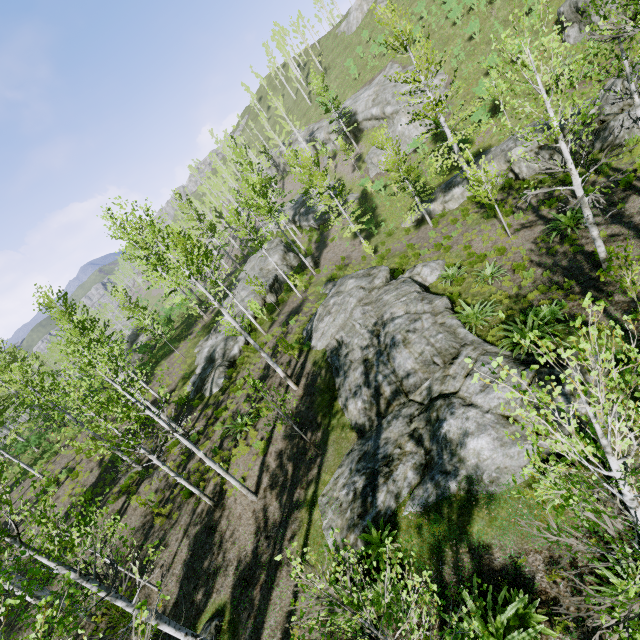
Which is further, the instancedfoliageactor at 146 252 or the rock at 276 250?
the rock at 276 250

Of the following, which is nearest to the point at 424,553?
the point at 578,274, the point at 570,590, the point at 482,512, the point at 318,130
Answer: the point at 482,512

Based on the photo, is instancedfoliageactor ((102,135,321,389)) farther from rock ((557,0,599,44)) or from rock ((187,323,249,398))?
rock ((557,0,599,44))

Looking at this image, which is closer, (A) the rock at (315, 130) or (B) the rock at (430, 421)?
(B) the rock at (430, 421)

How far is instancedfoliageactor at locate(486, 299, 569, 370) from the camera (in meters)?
2.53

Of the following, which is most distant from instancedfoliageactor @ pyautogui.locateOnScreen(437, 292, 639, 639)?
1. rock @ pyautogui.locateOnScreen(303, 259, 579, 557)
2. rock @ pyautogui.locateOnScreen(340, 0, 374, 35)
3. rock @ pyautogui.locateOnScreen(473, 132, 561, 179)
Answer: rock @ pyautogui.locateOnScreen(340, 0, 374, 35)

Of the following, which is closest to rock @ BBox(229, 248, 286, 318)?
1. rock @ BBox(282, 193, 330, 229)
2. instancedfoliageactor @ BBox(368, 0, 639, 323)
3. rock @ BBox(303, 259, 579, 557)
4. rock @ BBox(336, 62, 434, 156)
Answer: instancedfoliageactor @ BBox(368, 0, 639, 323)

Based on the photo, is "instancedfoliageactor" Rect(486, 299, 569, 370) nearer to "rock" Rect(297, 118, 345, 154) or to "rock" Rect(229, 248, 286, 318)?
"rock" Rect(229, 248, 286, 318)
